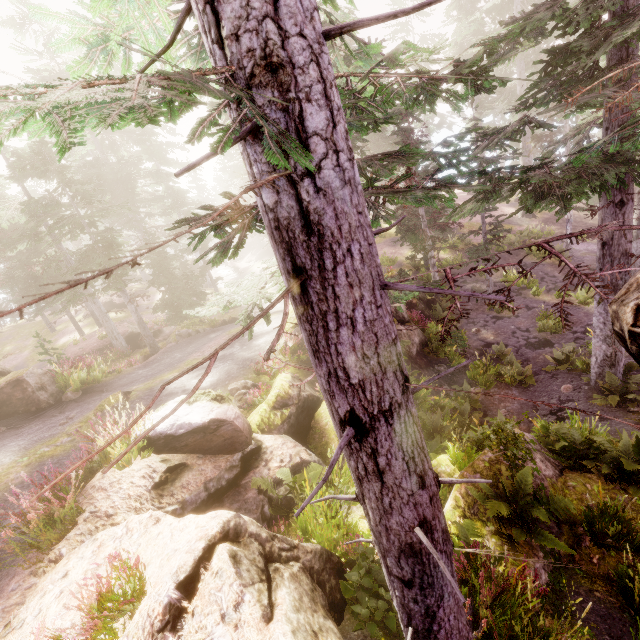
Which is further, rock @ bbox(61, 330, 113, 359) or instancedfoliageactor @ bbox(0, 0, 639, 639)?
rock @ bbox(61, 330, 113, 359)

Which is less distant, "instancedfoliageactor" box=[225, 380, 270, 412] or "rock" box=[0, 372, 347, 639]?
"rock" box=[0, 372, 347, 639]

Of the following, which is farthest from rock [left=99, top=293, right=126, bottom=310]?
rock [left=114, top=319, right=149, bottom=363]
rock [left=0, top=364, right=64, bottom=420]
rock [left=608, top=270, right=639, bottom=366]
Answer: rock [left=608, top=270, right=639, bottom=366]

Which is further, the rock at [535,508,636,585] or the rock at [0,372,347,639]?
the rock at [535,508,636,585]

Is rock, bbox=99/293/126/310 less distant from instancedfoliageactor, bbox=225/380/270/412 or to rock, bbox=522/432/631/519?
instancedfoliageactor, bbox=225/380/270/412

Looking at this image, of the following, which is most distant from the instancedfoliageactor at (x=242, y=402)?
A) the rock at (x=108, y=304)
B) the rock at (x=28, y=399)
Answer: the rock at (x=108, y=304)

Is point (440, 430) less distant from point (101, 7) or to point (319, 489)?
point (319, 489)
